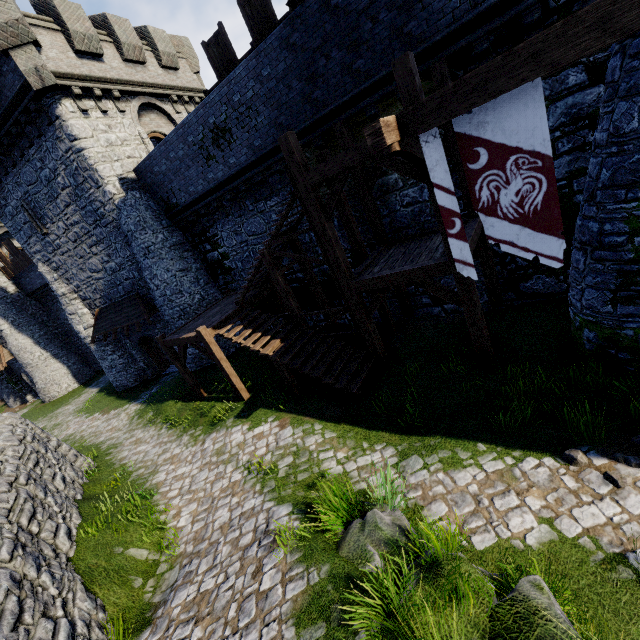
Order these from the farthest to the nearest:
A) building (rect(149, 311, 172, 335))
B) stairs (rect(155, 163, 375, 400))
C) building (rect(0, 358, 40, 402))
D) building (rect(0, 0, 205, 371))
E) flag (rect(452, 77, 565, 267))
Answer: building (rect(0, 358, 40, 402))
building (rect(149, 311, 172, 335))
building (rect(0, 0, 205, 371))
stairs (rect(155, 163, 375, 400))
flag (rect(452, 77, 565, 267))

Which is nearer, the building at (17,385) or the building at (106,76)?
the building at (106,76)

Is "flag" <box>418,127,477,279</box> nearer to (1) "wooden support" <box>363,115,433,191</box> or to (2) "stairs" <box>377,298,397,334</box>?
(1) "wooden support" <box>363,115,433,191</box>

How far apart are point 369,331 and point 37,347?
30.15m

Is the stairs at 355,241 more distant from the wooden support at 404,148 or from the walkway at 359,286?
the wooden support at 404,148

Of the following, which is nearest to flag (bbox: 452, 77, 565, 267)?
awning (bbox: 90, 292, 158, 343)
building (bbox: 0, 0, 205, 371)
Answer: building (bbox: 0, 0, 205, 371)

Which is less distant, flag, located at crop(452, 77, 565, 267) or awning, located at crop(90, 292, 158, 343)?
flag, located at crop(452, 77, 565, 267)

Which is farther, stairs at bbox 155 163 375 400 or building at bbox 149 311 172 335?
building at bbox 149 311 172 335
